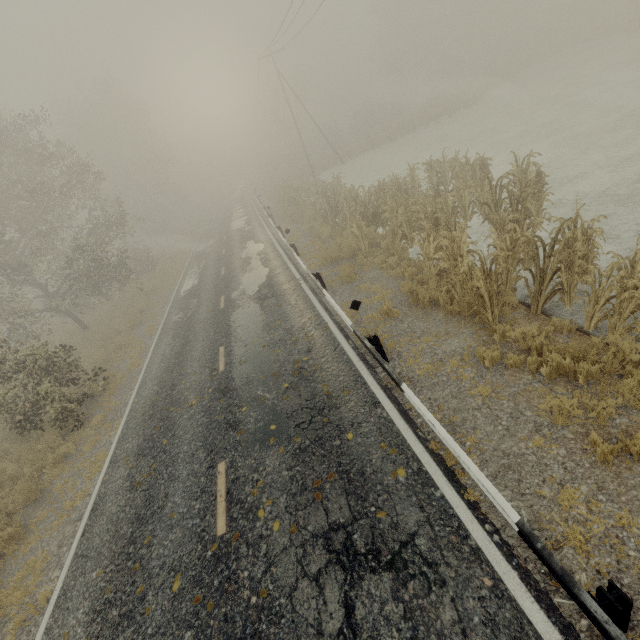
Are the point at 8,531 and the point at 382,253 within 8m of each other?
no

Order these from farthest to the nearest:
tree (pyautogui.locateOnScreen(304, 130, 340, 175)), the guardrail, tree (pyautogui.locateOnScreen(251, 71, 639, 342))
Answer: tree (pyautogui.locateOnScreen(304, 130, 340, 175)) < tree (pyautogui.locateOnScreen(251, 71, 639, 342)) < the guardrail

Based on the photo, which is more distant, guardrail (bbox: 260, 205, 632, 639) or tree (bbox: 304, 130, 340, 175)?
tree (bbox: 304, 130, 340, 175)

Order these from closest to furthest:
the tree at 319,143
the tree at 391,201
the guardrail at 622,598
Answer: the guardrail at 622,598, the tree at 391,201, the tree at 319,143

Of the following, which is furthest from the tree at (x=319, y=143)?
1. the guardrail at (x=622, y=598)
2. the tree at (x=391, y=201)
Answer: the tree at (x=391, y=201)

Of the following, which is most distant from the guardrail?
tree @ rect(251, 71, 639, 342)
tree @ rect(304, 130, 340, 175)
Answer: tree @ rect(251, 71, 639, 342)

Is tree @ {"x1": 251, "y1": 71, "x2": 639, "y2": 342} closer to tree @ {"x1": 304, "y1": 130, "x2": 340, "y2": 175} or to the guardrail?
the guardrail
